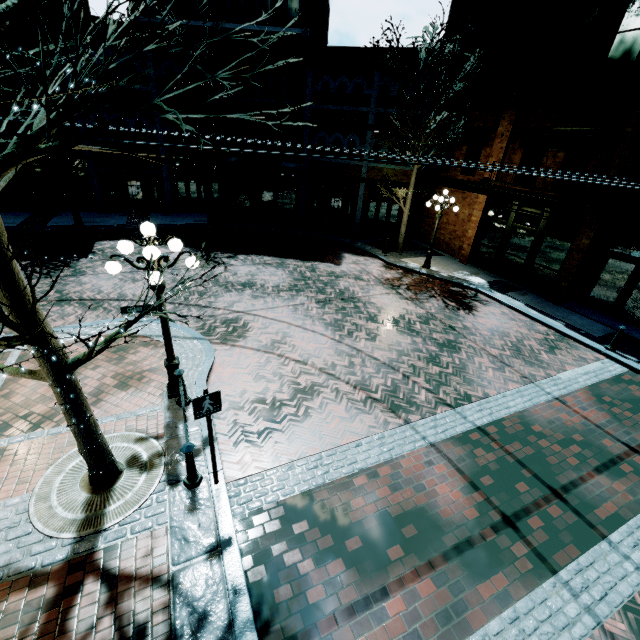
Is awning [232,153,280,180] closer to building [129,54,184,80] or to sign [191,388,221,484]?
building [129,54,184,80]

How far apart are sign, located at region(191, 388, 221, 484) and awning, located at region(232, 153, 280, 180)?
16.20m

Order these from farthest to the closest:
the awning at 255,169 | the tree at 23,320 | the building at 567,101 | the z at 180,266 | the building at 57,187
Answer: the building at 57,187, the awning at 255,169, the z at 180,266, the building at 567,101, the tree at 23,320

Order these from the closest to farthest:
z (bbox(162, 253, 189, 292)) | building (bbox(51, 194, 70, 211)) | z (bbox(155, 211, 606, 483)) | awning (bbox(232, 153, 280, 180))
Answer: z (bbox(155, 211, 606, 483)) → z (bbox(162, 253, 189, 292)) → awning (bbox(232, 153, 280, 180)) → building (bbox(51, 194, 70, 211))

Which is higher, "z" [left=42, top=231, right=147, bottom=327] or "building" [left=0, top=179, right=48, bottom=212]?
"building" [left=0, top=179, right=48, bottom=212]

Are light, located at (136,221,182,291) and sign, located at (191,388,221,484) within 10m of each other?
yes

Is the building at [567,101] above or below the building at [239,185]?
above

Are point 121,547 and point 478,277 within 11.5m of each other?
no
